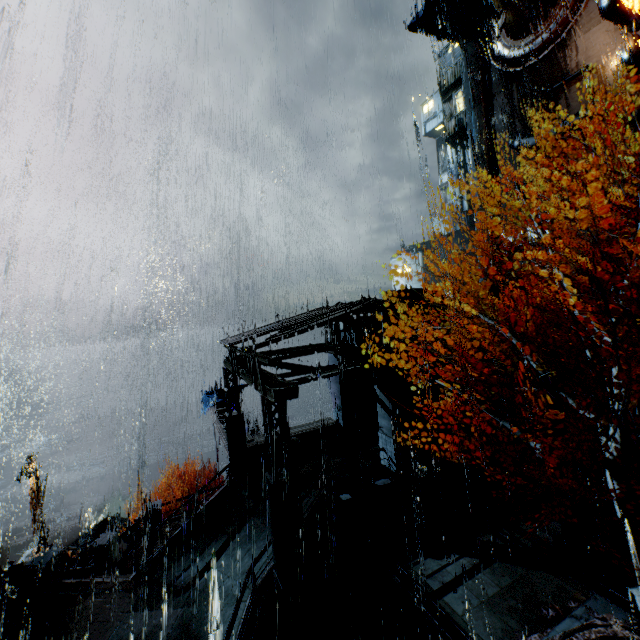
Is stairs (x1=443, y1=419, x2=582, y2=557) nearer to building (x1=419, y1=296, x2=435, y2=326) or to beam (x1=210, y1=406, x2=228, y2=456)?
building (x1=419, y1=296, x2=435, y2=326)

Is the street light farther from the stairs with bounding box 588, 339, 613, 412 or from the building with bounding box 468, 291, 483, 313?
the stairs with bounding box 588, 339, 613, 412

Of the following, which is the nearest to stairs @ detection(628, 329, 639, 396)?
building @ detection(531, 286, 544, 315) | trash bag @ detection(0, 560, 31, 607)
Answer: building @ detection(531, 286, 544, 315)

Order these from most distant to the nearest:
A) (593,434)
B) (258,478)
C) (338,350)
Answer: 1. (338,350)
2. (258,478)
3. (593,434)

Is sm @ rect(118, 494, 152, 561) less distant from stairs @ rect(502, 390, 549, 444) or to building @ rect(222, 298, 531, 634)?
building @ rect(222, 298, 531, 634)

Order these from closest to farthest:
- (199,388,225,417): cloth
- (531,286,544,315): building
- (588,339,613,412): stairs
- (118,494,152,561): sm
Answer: (588,339,613,412): stairs
(118,494,152,561): sm
(531,286,544,315): building
(199,388,225,417): cloth

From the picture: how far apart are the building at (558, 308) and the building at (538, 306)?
0.5 meters

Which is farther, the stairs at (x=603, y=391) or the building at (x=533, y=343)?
the building at (x=533, y=343)
